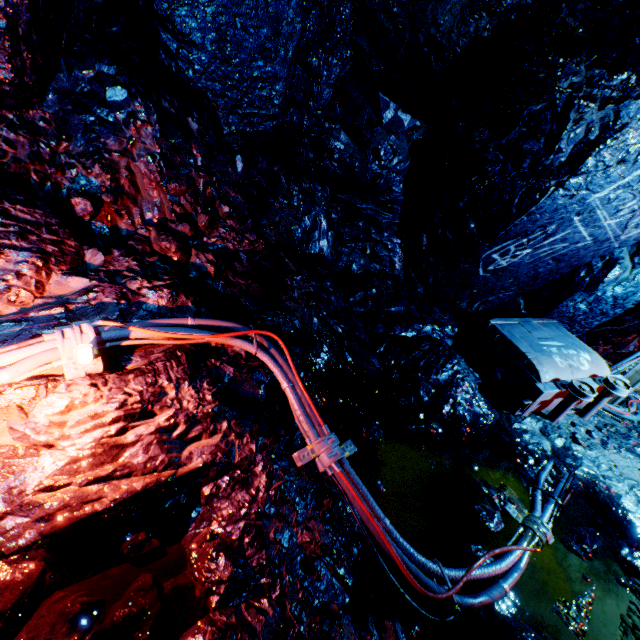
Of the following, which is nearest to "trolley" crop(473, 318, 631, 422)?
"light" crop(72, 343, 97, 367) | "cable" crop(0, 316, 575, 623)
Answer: "cable" crop(0, 316, 575, 623)

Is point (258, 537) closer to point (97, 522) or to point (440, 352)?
point (97, 522)

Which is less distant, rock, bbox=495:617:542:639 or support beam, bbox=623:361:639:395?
rock, bbox=495:617:542:639

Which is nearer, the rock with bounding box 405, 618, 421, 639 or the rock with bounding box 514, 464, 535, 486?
the rock with bounding box 405, 618, 421, 639

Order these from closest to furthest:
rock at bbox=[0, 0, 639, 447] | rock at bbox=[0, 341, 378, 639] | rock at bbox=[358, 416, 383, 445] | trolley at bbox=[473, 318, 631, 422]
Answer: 1. rock at bbox=[0, 341, 378, 639]
2. rock at bbox=[0, 0, 639, 447]
3. rock at bbox=[358, 416, 383, 445]
4. trolley at bbox=[473, 318, 631, 422]

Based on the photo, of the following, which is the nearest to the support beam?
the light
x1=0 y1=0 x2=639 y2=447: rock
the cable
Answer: x1=0 y1=0 x2=639 y2=447: rock

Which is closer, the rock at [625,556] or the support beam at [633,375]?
the rock at [625,556]

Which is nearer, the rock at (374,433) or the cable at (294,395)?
the cable at (294,395)
